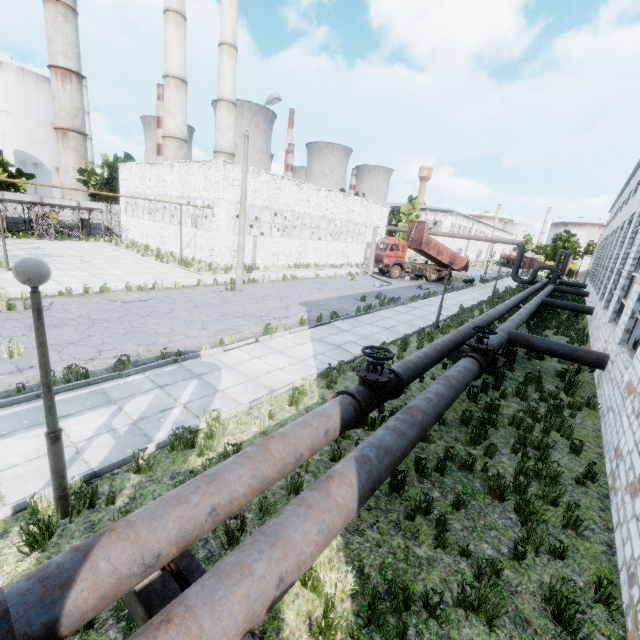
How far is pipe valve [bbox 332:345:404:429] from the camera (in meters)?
5.71

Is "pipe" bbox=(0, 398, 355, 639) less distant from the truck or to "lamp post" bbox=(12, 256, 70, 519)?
"lamp post" bbox=(12, 256, 70, 519)

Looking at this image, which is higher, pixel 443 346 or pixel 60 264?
pixel 443 346

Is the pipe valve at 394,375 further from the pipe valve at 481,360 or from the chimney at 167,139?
the chimney at 167,139

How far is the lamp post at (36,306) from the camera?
3.33m

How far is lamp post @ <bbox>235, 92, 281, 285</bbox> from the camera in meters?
16.5

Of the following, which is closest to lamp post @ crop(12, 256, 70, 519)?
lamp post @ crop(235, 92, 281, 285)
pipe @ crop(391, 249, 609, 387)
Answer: pipe @ crop(391, 249, 609, 387)

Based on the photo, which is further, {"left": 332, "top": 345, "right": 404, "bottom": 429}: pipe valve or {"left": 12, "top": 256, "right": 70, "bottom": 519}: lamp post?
{"left": 332, "top": 345, "right": 404, "bottom": 429}: pipe valve
